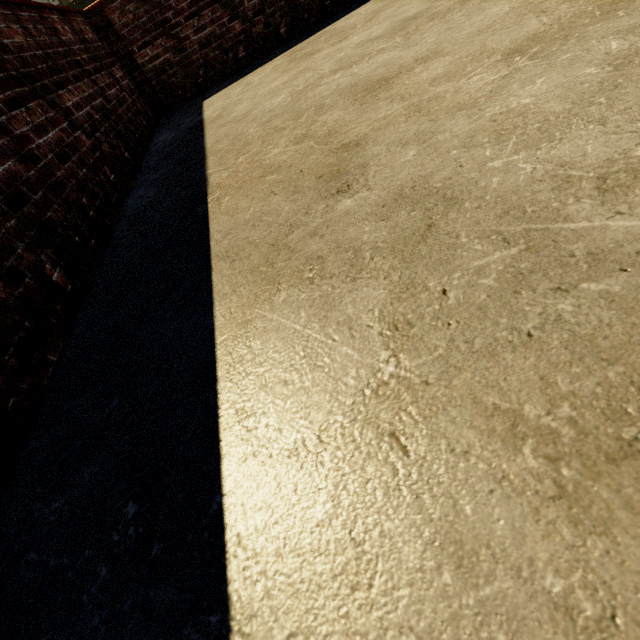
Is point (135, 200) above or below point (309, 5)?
below
